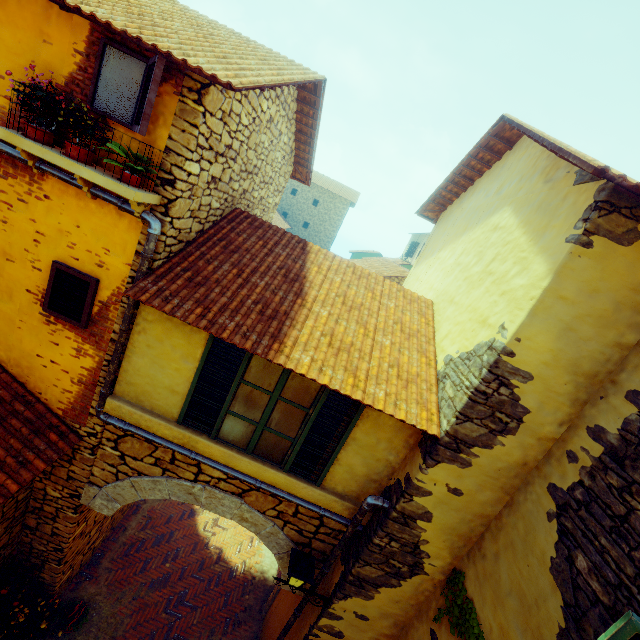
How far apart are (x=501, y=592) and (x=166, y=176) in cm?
591

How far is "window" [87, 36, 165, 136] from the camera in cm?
301

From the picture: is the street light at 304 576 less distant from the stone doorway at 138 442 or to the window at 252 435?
the stone doorway at 138 442

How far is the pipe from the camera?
Answer: 3.62m

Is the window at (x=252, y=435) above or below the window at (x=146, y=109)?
below

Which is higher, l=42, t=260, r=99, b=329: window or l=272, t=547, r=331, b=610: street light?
l=42, t=260, r=99, b=329: window

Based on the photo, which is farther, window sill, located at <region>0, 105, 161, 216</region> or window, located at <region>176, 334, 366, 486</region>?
window, located at <region>176, 334, 366, 486</region>
